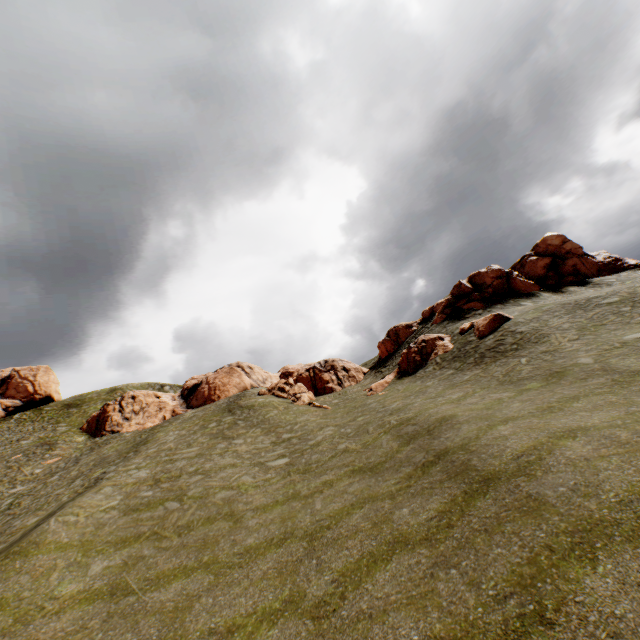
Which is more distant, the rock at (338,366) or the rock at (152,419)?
the rock at (152,419)

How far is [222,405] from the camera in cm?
3766

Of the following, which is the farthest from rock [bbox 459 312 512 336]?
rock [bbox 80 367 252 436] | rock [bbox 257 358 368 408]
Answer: rock [bbox 80 367 252 436]

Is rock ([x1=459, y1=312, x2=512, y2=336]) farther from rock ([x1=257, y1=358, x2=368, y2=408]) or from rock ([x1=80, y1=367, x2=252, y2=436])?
rock ([x1=80, y1=367, x2=252, y2=436])

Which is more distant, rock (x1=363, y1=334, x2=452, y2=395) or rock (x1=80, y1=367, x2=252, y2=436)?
rock (x1=80, y1=367, x2=252, y2=436)

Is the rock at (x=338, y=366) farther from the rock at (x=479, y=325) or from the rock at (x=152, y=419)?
the rock at (x=152, y=419)
